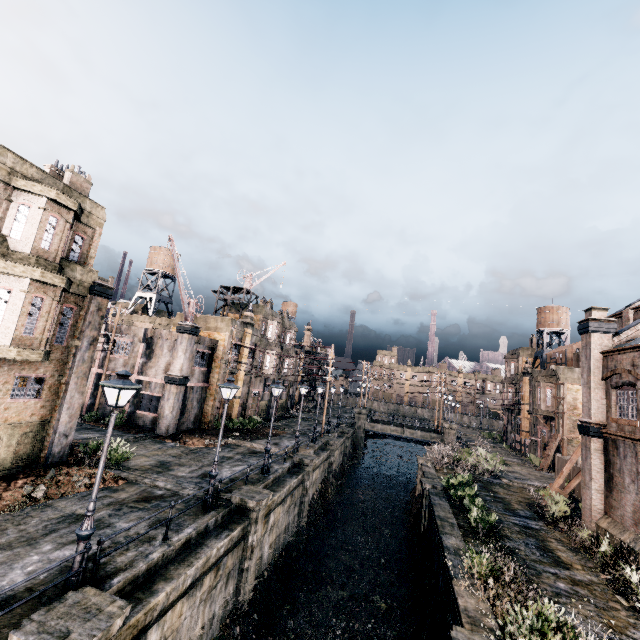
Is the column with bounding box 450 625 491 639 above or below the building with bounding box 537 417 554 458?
below

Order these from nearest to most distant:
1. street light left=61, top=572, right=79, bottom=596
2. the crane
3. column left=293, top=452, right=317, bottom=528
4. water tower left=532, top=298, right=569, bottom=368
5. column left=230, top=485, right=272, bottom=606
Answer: street light left=61, top=572, right=79, bottom=596 → column left=230, top=485, right=272, bottom=606 → column left=293, top=452, right=317, bottom=528 → the crane → water tower left=532, top=298, right=569, bottom=368

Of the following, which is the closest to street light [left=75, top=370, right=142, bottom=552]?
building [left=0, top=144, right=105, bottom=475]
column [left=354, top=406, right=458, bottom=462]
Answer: building [left=0, top=144, right=105, bottom=475]

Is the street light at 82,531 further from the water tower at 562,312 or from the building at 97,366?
the water tower at 562,312

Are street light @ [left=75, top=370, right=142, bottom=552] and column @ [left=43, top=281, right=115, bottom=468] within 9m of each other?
no

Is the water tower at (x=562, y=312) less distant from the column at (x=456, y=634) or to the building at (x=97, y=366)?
the column at (x=456, y=634)

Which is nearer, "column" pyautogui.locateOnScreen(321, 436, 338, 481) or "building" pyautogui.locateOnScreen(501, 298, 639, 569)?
"building" pyautogui.locateOnScreen(501, 298, 639, 569)

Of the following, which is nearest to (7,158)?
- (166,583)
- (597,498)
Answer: (166,583)
